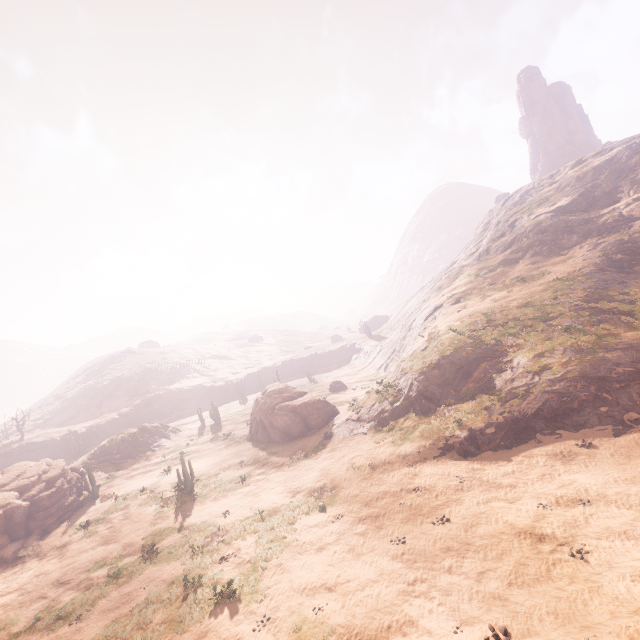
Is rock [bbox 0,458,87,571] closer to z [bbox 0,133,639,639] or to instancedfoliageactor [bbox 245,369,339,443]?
instancedfoliageactor [bbox 245,369,339,443]

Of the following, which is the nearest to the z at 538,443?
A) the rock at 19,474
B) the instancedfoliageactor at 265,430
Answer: the instancedfoliageactor at 265,430

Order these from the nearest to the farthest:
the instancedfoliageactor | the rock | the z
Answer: the z < the rock < the instancedfoliageactor

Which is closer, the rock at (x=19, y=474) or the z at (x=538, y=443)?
the z at (x=538, y=443)

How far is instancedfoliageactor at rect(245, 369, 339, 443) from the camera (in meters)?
30.69

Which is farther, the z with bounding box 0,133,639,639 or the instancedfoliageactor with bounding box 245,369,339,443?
the instancedfoliageactor with bounding box 245,369,339,443

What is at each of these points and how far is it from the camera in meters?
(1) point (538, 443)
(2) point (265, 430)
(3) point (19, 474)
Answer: (1) z, 17.8
(2) instancedfoliageactor, 33.3
(3) rock, 29.5
